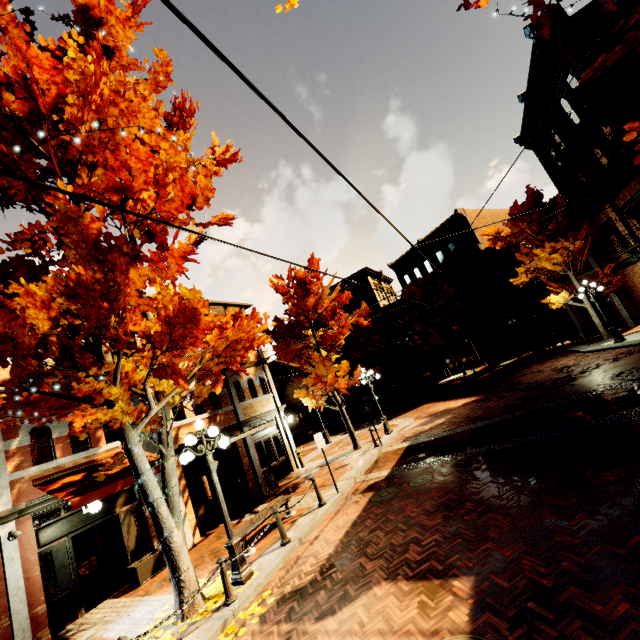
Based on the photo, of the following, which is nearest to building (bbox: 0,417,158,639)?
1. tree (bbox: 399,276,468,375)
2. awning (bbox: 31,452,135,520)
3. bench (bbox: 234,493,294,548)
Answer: awning (bbox: 31,452,135,520)

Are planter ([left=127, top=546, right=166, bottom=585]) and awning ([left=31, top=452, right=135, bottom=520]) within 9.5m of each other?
yes

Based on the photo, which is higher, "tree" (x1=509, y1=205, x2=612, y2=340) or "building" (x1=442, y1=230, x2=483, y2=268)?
"building" (x1=442, y1=230, x2=483, y2=268)

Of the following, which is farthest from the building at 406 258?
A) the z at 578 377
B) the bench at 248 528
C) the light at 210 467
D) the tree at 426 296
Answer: the light at 210 467

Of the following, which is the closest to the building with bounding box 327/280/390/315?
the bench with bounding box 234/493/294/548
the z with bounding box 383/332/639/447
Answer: the z with bounding box 383/332/639/447

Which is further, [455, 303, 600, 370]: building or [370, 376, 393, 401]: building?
[370, 376, 393, 401]: building

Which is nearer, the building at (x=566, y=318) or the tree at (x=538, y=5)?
the tree at (x=538, y=5)

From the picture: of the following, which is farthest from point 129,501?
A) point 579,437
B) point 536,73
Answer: point 536,73
